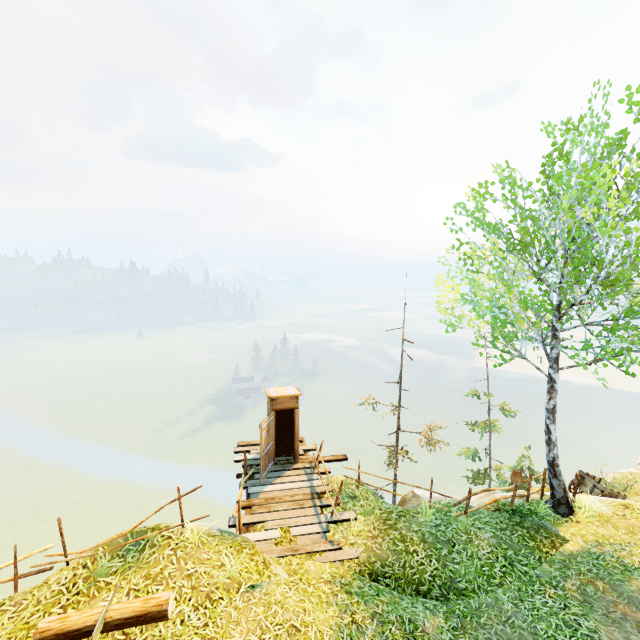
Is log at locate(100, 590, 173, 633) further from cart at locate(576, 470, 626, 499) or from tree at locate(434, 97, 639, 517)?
cart at locate(576, 470, 626, 499)

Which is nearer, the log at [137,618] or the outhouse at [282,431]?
the log at [137,618]

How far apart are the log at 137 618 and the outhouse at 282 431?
5.7 meters

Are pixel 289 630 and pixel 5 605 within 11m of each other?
yes

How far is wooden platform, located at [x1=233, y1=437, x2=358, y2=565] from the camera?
8.38m

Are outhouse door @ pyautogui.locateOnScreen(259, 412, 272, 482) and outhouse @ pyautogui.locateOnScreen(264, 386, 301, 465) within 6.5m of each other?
yes

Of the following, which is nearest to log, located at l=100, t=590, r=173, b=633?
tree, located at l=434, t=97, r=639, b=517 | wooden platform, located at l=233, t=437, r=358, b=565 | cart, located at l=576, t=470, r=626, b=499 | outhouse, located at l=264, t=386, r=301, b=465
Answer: wooden platform, located at l=233, t=437, r=358, b=565

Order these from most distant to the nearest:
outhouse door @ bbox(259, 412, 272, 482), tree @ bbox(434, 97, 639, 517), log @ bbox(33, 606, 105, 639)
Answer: outhouse door @ bbox(259, 412, 272, 482), tree @ bbox(434, 97, 639, 517), log @ bbox(33, 606, 105, 639)
